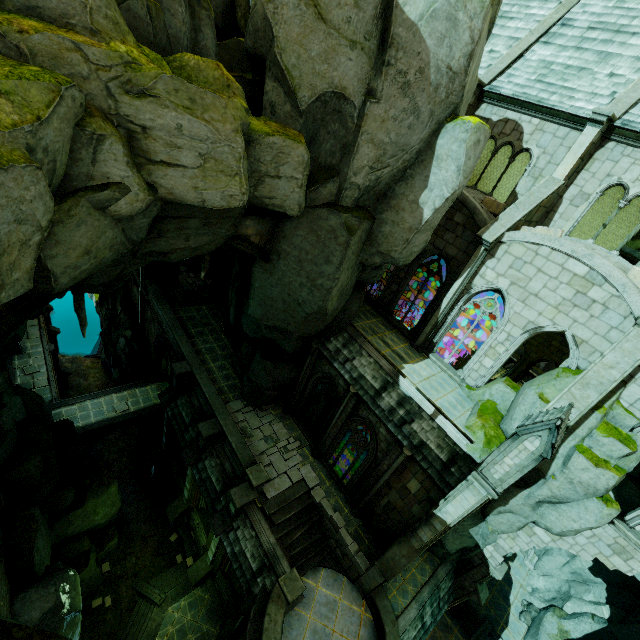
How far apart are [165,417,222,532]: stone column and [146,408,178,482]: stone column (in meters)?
3.26

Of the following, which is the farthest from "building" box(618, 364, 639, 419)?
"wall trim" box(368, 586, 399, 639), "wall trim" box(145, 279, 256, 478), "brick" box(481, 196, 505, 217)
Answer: "wall trim" box(145, 279, 256, 478)

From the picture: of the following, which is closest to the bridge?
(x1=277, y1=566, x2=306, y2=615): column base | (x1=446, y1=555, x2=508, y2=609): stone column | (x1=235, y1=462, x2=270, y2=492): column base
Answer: (x1=235, y1=462, x2=270, y2=492): column base

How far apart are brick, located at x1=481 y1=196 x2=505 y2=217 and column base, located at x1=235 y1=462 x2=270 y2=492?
16.0 meters

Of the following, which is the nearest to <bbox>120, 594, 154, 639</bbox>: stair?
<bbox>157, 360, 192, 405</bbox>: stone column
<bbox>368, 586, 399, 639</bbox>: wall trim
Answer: <bbox>157, 360, 192, 405</bbox>: stone column

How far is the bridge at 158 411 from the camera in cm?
2245

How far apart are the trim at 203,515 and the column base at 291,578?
7.34m

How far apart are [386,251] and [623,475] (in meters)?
11.36
